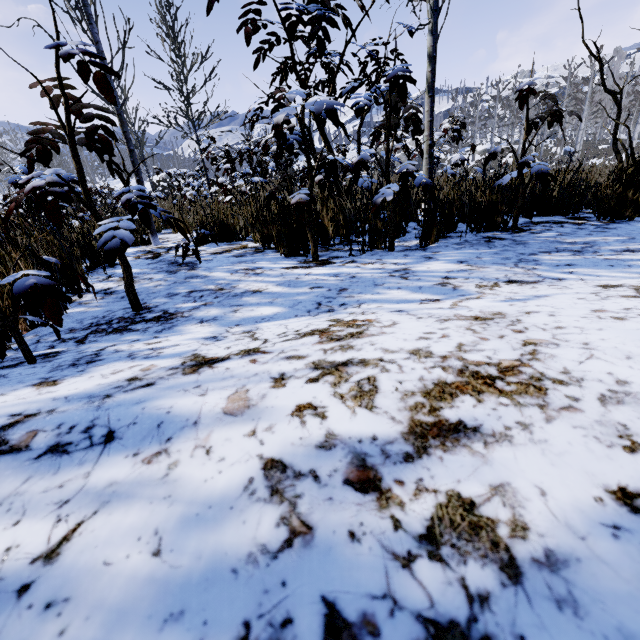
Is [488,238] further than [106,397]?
Yes
